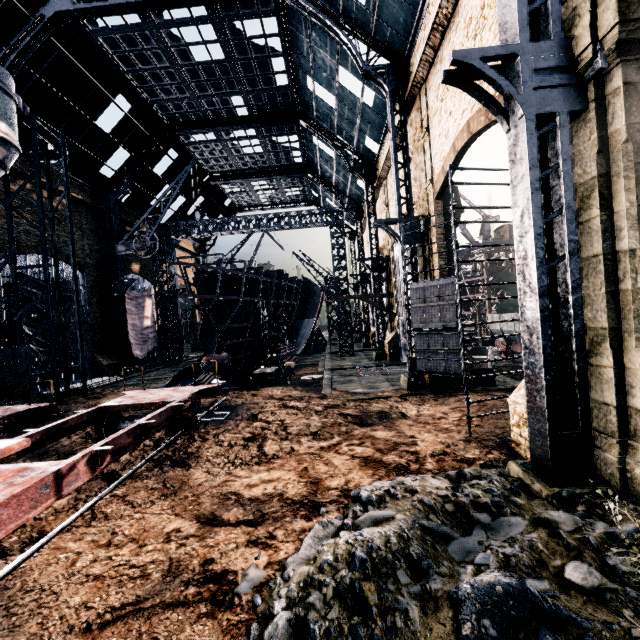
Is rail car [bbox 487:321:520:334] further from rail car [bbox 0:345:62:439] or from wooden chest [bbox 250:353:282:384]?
rail car [bbox 0:345:62:439]

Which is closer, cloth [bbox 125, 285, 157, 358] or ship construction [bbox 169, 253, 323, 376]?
ship construction [bbox 169, 253, 323, 376]

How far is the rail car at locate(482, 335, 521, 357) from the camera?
24.6m

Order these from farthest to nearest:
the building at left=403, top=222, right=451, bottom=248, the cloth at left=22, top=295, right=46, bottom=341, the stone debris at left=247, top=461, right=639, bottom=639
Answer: the cloth at left=22, top=295, right=46, bottom=341, the building at left=403, top=222, right=451, bottom=248, the stone debris at left=247, top=461, right=639, bottom=639

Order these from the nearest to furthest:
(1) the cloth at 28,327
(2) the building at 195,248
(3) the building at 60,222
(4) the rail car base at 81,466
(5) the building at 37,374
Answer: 1. (4) the rail car base at 81,466
2. (1) the cloth at 28,327
3. (5) the building at 37,374
4. (3) the building at 60,222
5. (2) the building at 195,248

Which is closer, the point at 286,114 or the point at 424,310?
the point at 424,310

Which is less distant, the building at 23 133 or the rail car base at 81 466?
the rail car base at 81 466

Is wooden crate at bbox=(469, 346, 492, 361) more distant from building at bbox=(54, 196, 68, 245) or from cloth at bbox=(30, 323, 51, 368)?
cloth at bbox=(30, 323, 51, 368)
